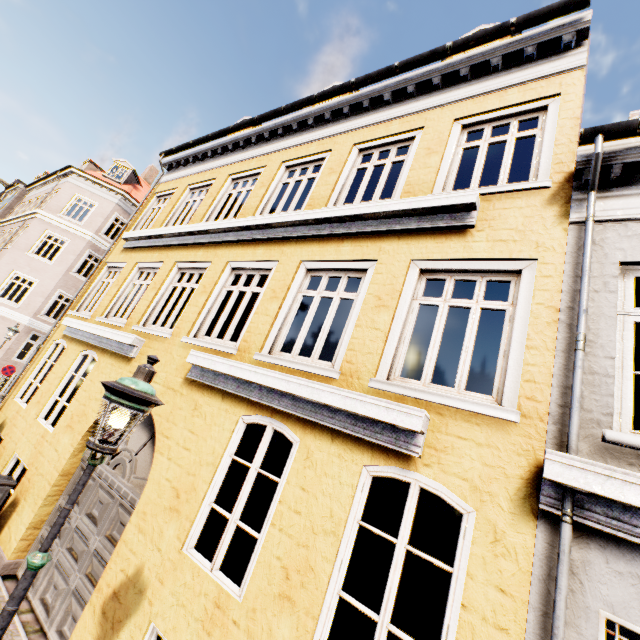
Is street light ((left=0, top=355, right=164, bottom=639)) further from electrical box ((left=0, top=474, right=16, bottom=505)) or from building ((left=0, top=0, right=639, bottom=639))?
building ((left=0, top=0, right=639, bottom=639))

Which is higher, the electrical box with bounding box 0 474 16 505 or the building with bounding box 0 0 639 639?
the building with bounding box 0 0 639 639

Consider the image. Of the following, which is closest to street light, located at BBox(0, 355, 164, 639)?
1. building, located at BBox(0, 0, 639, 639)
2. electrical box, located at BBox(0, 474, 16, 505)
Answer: electrical box, located at BBox(0, 474, 16, 505)

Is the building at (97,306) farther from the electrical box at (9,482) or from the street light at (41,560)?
the electrical box at (9,482)

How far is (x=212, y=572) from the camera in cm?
374

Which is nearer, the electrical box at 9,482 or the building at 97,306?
the building at 97,306

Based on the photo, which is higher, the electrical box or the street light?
the street light
